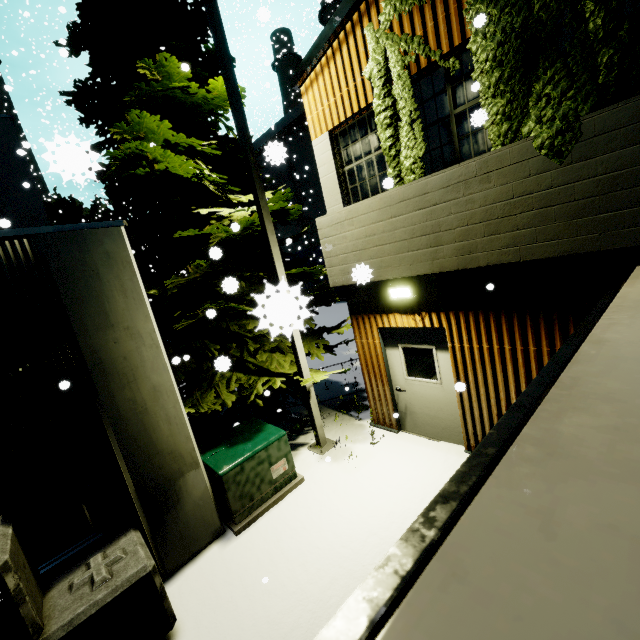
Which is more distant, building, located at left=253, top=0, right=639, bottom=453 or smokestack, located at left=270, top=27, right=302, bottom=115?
smokestack, located at left=270, top=27, right=302, bottom=115

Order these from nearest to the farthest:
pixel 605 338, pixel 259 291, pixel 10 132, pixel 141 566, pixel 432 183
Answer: pixel 605 338 → pixel 141 566 → pixel 432 183 → pixel 259 291 → pixel 10 132

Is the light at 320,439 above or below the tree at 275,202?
below

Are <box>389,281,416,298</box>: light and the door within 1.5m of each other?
yes

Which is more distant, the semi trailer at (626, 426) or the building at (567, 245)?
the building at (567, 245)

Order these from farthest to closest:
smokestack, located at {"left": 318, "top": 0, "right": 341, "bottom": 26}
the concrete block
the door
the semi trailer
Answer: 1. smokestack, located at {"left": 318, "top": 0, "right": 341, "bottom": 26}
2. the door
3. the concrete block
4. the semi trailer

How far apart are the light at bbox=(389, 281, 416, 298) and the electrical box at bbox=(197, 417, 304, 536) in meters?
3.3 m

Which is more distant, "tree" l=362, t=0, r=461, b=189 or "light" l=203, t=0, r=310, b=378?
"tree" l=362, t=0, r=461, b=189
